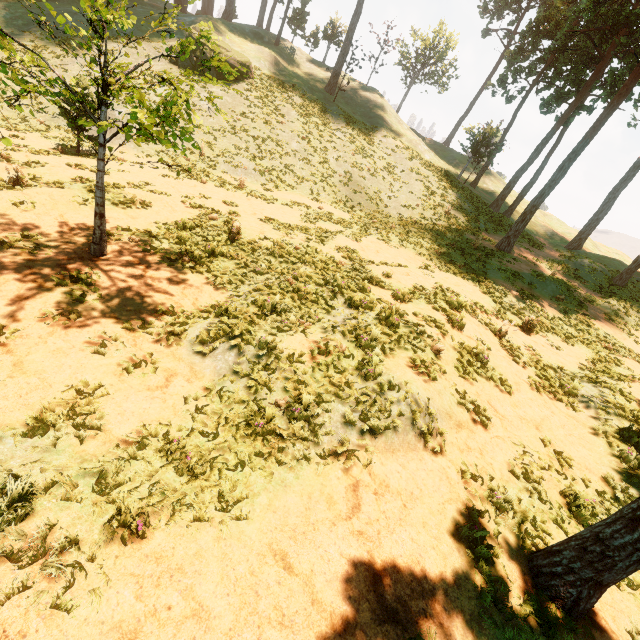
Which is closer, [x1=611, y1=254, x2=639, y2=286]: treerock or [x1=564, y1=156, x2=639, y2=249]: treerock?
[x1=611, y1=254, x2=639, y2=286]: treerock

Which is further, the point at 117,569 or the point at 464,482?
the point at 464,482

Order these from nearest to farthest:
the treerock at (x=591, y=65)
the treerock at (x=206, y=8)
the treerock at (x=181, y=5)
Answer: the treerock at (x=181, y=5) → the treerock at (x=591, y=65) → the treerock at (x=206, y=8)

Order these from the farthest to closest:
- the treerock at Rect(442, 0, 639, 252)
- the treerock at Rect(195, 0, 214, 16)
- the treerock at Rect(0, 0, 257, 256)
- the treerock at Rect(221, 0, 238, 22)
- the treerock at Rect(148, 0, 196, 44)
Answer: the treerock at Rect(195, 0, 214, 16)
the treerock at Rect(221, 0, 238, 22)
the treerock at Rect(442, 0, 639, 252)
the treerock at Rect(148, 0, 196, 44)
the treerock at Rect(0, 0, 257, 256)

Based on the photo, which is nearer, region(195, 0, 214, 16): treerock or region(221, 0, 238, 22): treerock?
region(221, 0, 238, 22): treerock

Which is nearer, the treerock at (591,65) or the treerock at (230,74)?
the treerock at (230,74)
